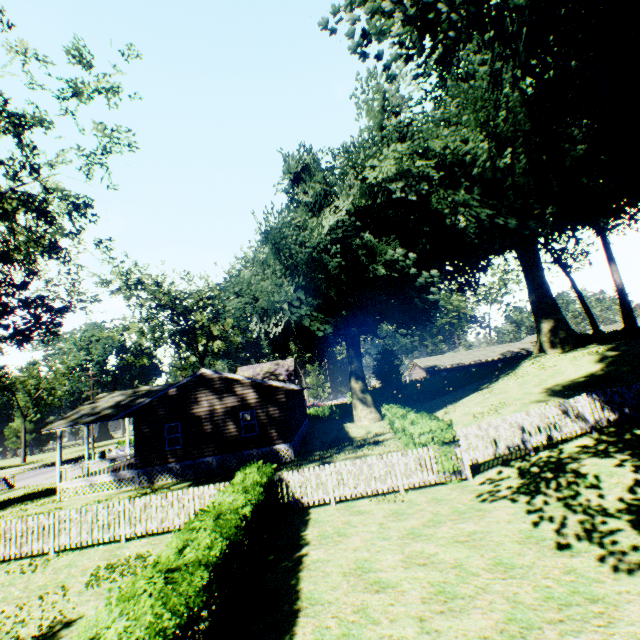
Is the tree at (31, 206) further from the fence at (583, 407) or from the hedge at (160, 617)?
the hedge at (160, 617)

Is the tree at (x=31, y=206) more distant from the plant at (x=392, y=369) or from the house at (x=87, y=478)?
the plant at (x=392, y=369)

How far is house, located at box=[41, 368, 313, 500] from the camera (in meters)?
20.66

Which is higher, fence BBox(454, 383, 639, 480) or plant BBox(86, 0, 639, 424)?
plant BBox(86, 0, 639, 424)

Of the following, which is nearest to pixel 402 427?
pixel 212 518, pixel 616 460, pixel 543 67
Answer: pixel 616 460

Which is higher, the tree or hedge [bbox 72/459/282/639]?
the tree

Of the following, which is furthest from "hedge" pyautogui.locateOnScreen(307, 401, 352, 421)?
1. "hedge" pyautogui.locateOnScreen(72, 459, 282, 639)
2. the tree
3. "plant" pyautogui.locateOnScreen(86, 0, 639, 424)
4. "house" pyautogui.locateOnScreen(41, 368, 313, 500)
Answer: the tree

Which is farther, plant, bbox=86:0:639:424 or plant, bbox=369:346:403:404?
plant, bbox=369:346:403:404
